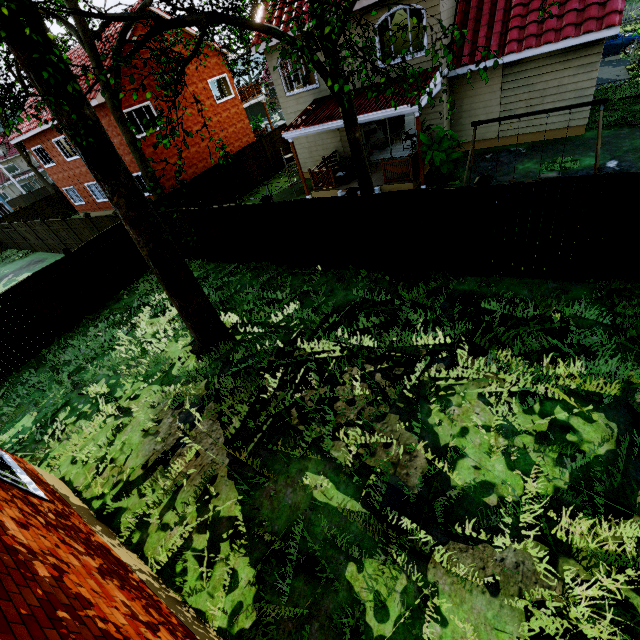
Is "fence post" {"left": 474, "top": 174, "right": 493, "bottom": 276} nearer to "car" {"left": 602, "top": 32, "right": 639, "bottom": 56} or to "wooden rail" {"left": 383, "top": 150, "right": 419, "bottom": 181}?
"wooden rail" {"left": 383, "top": 150, "right": 419, "bottom": 181}

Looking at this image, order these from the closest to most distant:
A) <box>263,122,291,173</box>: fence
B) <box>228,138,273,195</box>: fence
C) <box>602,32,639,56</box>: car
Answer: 1. <box>228,138,273,195</box>: fence
2. <box>602,32,639,56</box>: car
3. <box>263,122,291,173</box>: fence

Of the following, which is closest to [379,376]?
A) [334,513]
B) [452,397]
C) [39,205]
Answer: [452,397]

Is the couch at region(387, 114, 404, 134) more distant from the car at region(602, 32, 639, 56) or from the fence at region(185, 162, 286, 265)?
the car at region(602, 32, 639, 56)

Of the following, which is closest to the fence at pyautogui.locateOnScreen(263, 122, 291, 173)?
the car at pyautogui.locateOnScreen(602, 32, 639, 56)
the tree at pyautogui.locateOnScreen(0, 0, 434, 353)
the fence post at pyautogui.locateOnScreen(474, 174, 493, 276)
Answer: the fence post at pyautogui.locateOnScreen(474, 174, 493, 276)

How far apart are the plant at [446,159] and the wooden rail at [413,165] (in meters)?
0.12

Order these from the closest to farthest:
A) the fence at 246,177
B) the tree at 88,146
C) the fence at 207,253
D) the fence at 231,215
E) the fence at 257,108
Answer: the tree at 88,146, the fence at 231,215, the fence at 207,253, the fence at 246,177, the fence at 257,108

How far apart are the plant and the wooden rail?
0.12m
